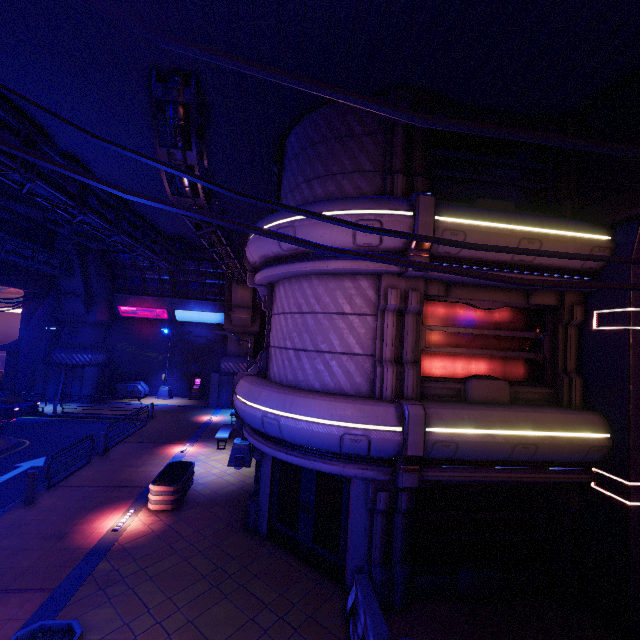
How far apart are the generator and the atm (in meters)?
3.33

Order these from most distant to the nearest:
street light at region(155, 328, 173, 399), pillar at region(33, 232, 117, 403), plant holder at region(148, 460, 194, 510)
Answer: street light at region(155, 328, 173, 399)
pillar at region(33, 232, 117, 403)
plant holder at region(148, 460, 194, 510)

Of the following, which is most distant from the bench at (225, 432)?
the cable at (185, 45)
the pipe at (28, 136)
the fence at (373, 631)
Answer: the cable at (185, 45)

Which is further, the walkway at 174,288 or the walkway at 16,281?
the walkway at 174,288

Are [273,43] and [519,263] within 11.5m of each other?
yes

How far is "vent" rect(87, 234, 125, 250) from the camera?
21.85m

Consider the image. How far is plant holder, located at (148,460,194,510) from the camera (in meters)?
10.56

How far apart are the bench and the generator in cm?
1235
